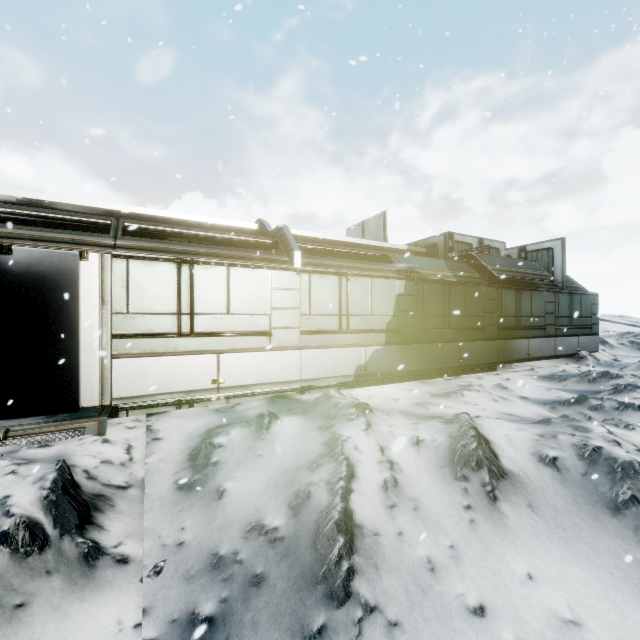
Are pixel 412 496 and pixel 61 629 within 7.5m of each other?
yes
